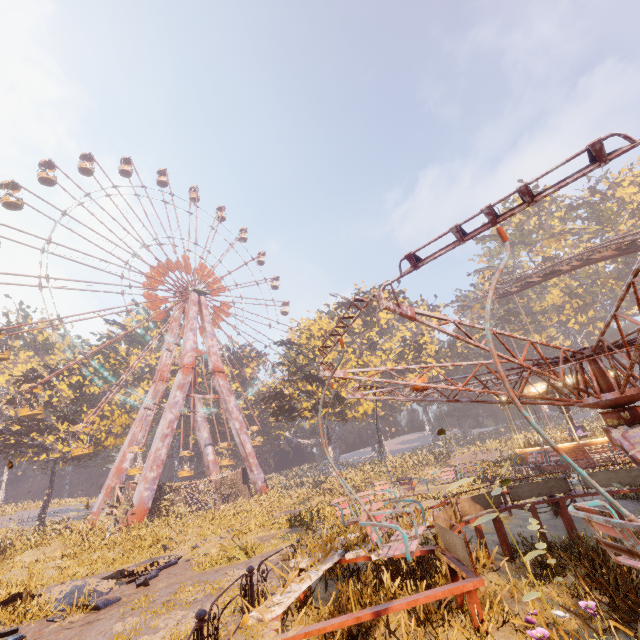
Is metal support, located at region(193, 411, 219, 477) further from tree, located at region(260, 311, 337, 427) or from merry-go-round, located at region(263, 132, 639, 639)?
merry-go-round, located at region(263, 132, 639, 639)

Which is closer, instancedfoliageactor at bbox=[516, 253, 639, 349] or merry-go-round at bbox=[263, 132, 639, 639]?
merry-go-round at bbox=[263, 132, 639, 639]

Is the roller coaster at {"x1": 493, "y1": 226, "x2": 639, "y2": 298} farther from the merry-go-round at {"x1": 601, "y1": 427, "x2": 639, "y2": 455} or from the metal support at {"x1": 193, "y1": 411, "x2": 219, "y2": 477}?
the metal support at {"x1": 193, "y1": 411, "x2": 219, "y2": 477}

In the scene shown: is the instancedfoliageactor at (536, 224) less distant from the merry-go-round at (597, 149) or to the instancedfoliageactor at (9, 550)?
the merry-go-round at (597, 149)

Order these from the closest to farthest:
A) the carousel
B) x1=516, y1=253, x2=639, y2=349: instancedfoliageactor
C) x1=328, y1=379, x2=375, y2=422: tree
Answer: the carousel, x1=328, y1=379, x2=375, y2=422: tree, x1=516, y1=253, x2=639, y2=349: instancedfoliageactor

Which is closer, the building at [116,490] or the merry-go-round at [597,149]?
the merry-go-round at [597,149]

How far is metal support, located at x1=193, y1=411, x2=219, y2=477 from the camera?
42.2 meters

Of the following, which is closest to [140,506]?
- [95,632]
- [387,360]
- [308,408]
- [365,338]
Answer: [308,408]
